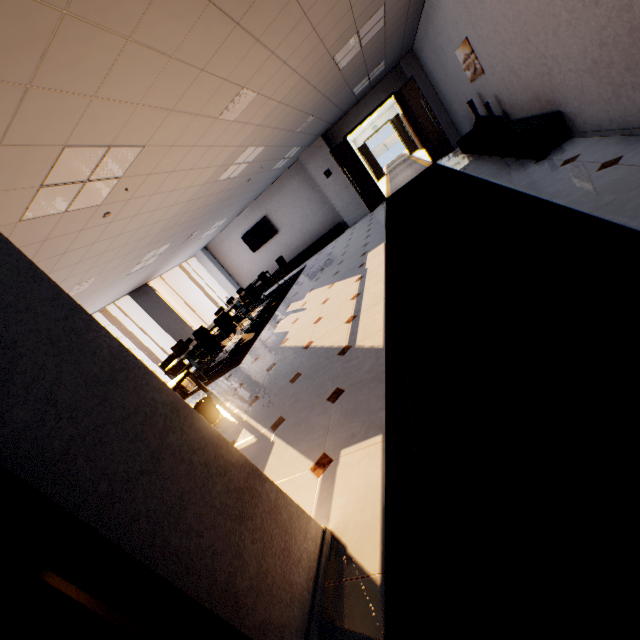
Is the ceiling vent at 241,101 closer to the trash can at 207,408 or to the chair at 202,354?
the trash can at 207,408

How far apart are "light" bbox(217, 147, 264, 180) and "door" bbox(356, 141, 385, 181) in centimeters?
1579cm

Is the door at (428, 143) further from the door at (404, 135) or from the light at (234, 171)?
the door at (404, 135)

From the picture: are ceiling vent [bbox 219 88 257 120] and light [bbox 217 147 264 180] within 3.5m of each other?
yes

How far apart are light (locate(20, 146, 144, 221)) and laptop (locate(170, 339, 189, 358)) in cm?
400

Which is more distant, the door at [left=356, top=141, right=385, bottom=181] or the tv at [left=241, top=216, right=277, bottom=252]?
the door at [left=356, top=141, right=385, bottom=181]

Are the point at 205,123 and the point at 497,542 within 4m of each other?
no

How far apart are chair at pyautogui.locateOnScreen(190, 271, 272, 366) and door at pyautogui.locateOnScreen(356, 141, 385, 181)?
16.0m
